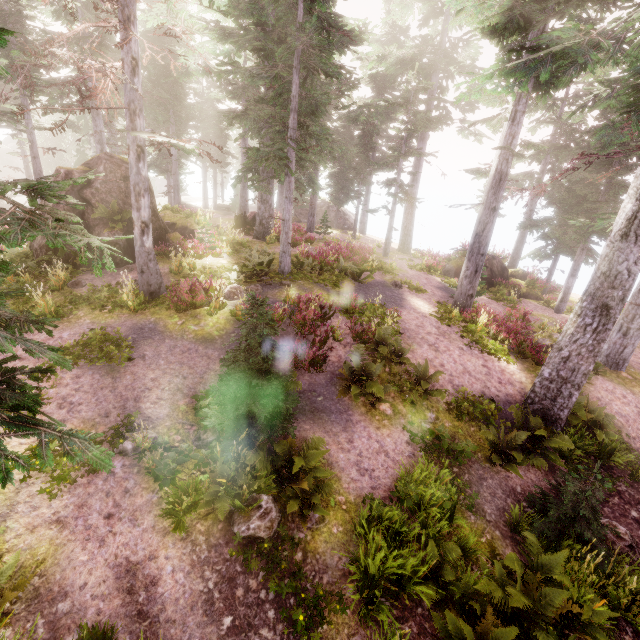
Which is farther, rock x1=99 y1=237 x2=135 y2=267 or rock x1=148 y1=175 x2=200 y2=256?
rock x1=148 y1=175 x2=200 y2=256

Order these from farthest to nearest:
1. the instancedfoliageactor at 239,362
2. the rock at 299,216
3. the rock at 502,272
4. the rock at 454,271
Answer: the rock at 299,216
the rock at 454,271
the rock at 502,272
the instancedfoliageactor at 239,362

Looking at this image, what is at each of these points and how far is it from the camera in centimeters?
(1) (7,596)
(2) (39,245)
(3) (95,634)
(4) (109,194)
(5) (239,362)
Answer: (1) instancedfoliageactor, 460cm
(2) rock, 1309cm
(3) instancedfoliageactor, 467cm
(4) rock, 1344cm
(5) instancedfoliageactor, 696cm

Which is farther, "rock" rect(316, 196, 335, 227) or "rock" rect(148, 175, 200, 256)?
"rock" rect(316, 196, 335, 227)

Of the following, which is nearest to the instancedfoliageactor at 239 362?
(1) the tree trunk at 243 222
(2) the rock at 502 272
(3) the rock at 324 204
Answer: (3) the rock at 324 204

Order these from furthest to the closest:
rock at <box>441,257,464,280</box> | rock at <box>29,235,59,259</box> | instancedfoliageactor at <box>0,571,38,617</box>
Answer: rock at <box>441,257,464,280</box>, rock at <box>29,235,59,259</box>, instancedfoliageactor at <box>0,571,38,617</box>

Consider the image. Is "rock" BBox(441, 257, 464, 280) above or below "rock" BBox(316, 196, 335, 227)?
below

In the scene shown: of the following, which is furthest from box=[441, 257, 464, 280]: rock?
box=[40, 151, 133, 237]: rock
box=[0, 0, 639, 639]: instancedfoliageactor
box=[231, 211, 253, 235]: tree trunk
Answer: box=[40, 151, 133, 237]: rock
